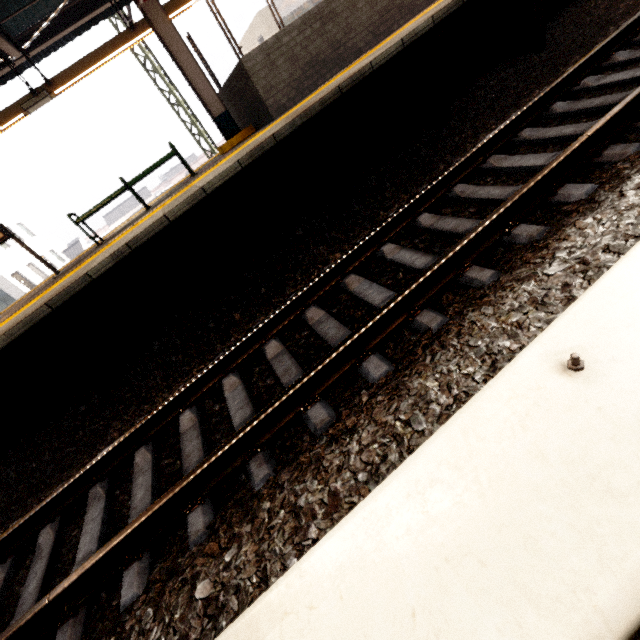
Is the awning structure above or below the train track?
above

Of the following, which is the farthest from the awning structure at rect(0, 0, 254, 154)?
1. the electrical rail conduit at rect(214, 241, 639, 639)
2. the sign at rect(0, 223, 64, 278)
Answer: the electrical rail conduit at rect(214, 241, 639, 639)

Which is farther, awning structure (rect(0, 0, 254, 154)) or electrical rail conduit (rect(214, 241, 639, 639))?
awning structure (rect(0, 0, 254, 154))

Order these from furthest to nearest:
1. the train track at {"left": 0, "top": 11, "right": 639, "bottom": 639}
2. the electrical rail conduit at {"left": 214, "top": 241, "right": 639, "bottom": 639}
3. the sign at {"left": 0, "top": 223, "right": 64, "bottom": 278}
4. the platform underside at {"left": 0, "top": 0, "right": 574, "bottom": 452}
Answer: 1. the sign at {"left": 0, "top": 223, "right": 64, "bottom": 278}
2. the platform underside at {"left": 0, "top": 0, "right": 574, "bottom": 452}
3. the train track at {"left": 0, "top": 11, "right": 639, "bottom": 639}
4. the electrical rail conduit at {"left": 214, "top": 241, "right": 639, "bottom": 639}

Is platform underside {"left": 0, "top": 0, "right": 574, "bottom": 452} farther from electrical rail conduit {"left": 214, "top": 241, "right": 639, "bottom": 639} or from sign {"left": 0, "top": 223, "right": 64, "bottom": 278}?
electrical rail conduit {"left": 214, "top": 241, "right": 639, "bottom": 639}

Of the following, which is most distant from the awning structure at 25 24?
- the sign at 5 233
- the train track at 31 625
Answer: the train track at 31 625

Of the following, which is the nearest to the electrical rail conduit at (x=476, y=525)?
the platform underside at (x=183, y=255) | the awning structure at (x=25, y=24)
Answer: the platform underside at (x=183, y=255)

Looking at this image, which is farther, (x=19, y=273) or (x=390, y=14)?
(x=19, y=273)
